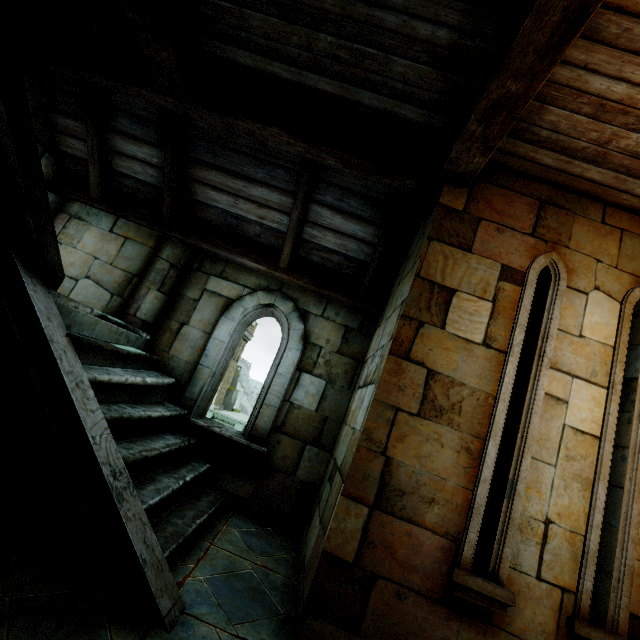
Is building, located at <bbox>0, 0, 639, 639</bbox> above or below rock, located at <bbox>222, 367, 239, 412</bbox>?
above

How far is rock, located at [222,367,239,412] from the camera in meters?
37.9 m

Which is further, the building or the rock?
the rock

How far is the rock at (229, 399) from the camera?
37.9 meters

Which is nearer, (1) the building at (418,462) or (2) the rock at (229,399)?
(1) the building at (418,462)

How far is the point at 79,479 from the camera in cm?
225
